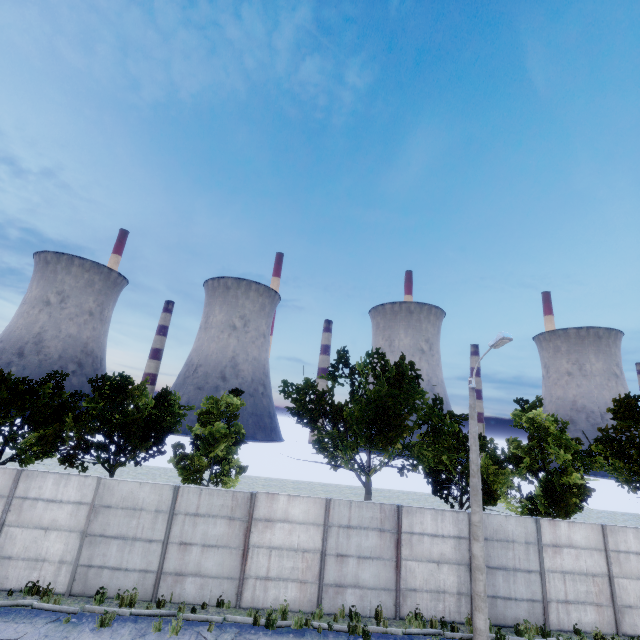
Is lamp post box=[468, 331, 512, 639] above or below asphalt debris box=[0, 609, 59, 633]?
above

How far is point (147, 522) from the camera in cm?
1175

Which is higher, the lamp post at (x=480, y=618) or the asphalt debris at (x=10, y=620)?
the lamp post at (x=480, y=618)

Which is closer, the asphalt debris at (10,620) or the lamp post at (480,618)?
the asphalt debris at (10,620)

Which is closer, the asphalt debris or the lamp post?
the asphalt debris
